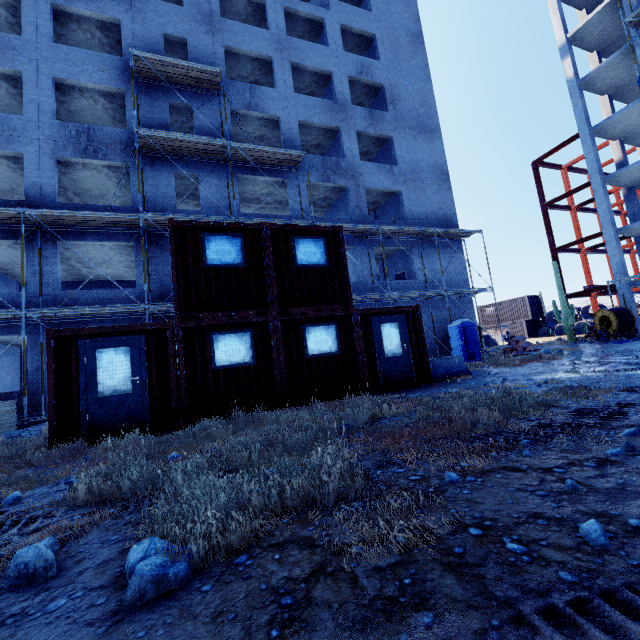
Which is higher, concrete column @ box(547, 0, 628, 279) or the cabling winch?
concrete column @ box(547, 0, 628, 279)

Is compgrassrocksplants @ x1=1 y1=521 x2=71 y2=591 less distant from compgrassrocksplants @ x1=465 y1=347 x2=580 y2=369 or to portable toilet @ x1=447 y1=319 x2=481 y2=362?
compgrassrocksplants @ x1=465 y1=347 x2=580 y2=369

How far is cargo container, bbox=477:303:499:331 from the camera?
37.8 meters

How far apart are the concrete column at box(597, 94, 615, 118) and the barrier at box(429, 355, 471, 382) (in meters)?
28.97

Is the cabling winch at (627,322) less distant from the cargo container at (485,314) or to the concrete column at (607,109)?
the cargo container at (485,314)

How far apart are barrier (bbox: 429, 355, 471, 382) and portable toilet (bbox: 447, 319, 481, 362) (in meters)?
6.12

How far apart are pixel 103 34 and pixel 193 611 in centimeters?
2591cm

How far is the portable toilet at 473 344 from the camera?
17.55m
